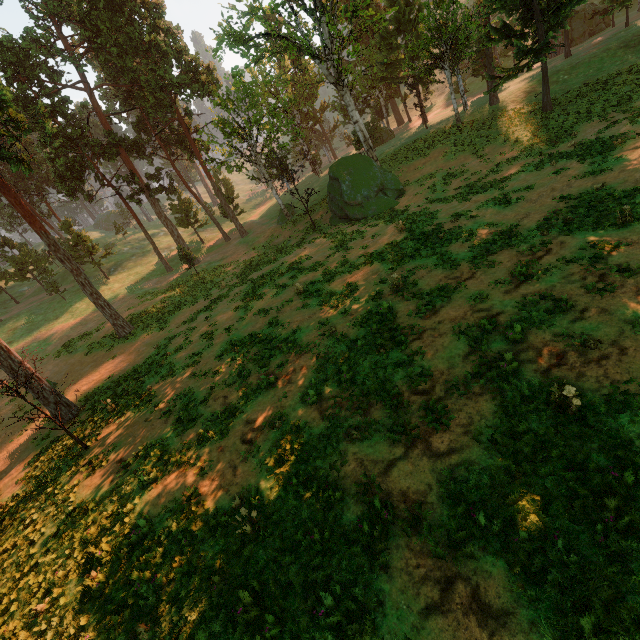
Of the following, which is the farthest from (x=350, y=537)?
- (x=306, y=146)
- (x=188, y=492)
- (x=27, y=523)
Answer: (x=306, y=146)

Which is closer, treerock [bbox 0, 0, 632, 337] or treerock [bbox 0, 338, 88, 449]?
treerock [bbox 0, 338, 88, 449]

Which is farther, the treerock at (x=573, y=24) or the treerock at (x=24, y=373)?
the treerock at (x=573, y=24)
